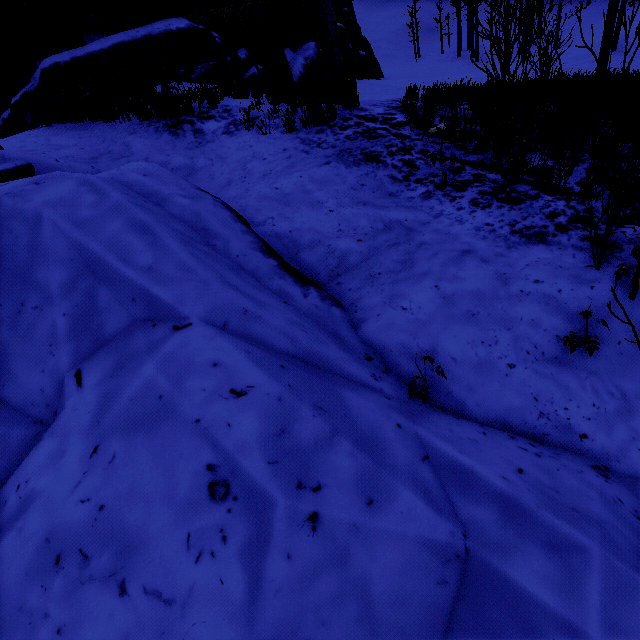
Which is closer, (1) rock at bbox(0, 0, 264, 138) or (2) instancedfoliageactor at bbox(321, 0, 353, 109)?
(2) instancedfoliageactor at bbox(321, 0, 353, 109)

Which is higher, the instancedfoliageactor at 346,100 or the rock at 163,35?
the rock at 163,35

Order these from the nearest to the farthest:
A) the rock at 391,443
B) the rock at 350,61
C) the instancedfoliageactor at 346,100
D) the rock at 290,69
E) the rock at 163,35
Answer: the rock at 391,443, the instancedfoliageactor at 346,100, the rock at 163,35, the rock at 290,69, the rock at 350,61

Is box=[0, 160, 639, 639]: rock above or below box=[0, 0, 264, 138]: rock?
below

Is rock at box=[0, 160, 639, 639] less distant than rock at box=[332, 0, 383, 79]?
Yes

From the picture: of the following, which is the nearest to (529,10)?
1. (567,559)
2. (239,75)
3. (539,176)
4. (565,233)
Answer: (239,75)

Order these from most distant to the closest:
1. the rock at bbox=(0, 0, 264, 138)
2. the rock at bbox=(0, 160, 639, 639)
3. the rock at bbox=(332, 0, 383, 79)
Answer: the rock at bbox=(332, 0, 383, 79)
the rock at bbox=(0, 0, 264, 138)
the rock at bbox=(0, 160, 639, 639)
